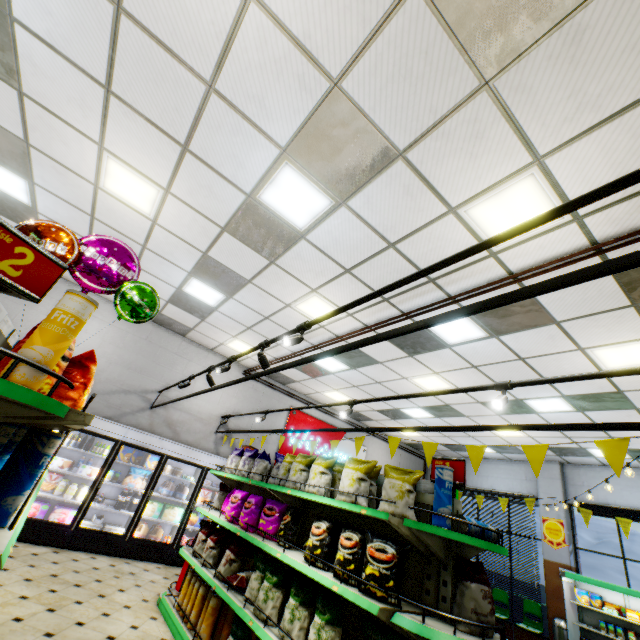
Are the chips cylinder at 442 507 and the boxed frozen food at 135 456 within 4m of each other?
no

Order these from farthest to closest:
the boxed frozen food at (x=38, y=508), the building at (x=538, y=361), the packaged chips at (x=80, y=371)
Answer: the boxed frozen food at (x=38, y=508) → the building at (x=538, y=361) → the packaged chips at (x=80, y=371)

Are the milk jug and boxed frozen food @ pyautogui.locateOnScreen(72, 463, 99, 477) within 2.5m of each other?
yes

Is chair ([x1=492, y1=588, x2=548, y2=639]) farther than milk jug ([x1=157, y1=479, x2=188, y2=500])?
Yes

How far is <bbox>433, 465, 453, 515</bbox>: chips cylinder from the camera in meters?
2.6

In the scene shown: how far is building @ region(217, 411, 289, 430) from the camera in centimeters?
941cm

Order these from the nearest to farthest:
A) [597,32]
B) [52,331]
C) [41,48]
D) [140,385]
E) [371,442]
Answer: [52,331]
[597,32]
[41,48]
[140,385]
[371,442]

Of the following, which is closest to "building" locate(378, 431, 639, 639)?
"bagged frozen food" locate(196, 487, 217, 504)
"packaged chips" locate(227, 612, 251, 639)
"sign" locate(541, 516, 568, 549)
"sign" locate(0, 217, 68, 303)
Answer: "sign" locate(541, 516, 568, 549)
